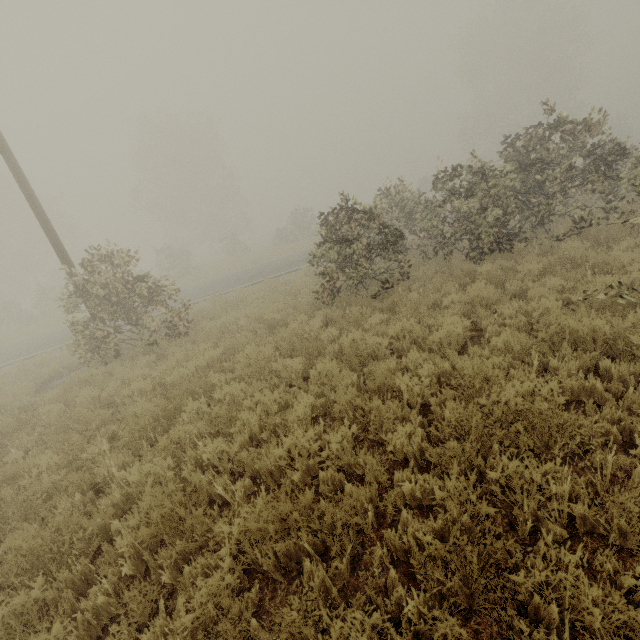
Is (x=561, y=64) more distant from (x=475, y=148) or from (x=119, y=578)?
(x=119, y=578)
